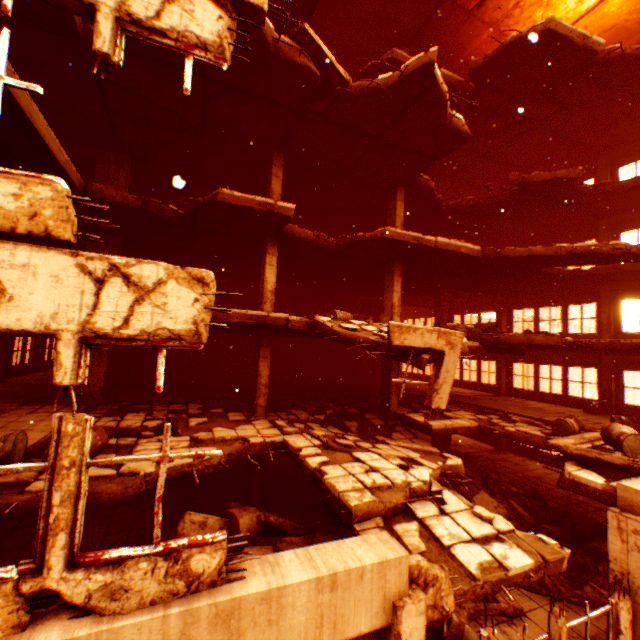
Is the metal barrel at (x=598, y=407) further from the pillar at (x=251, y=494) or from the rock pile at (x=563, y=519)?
the pillar at (x=251, y=494)

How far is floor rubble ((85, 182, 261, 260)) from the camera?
8.2 meters

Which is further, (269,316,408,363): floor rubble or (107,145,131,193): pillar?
(107,145,131,193): pillar

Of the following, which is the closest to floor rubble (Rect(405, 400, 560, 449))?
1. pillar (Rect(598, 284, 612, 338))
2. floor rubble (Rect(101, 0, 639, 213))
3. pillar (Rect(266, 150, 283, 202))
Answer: floor rubble (Rect(101, 0, 639, 213))

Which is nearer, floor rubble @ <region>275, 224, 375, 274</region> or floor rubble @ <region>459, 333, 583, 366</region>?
floor rubble @ <region>459, 333, 583, 366</region>

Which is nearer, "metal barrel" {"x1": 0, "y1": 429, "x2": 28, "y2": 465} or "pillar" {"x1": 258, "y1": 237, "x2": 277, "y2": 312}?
"metal barrel" {"x1": 0, "y1": 429, "x2": 28, "y2": 465}

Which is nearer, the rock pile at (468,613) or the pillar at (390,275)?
the rock pile at (468,613)

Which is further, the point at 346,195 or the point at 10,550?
the point at 346,195
